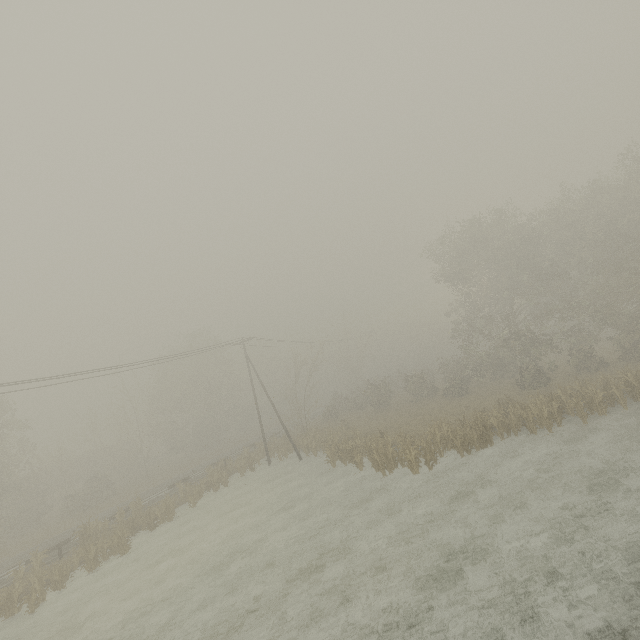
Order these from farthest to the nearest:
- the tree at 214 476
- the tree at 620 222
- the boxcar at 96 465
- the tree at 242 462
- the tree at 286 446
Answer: the boxcar at 96 465 < the tree at 286 446 < the tree at 242 462 < the tree at 214 476 < the tree at 620 222

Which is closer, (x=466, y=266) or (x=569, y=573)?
(x=569, y=573)

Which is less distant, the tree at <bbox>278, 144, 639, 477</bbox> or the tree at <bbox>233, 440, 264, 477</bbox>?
the tree at <bbox>278, 144, 639, 477</bbox>

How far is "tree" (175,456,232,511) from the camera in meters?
25.9

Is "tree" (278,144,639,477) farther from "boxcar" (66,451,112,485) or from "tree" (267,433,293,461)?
"boxcar" (66,451,112,485)

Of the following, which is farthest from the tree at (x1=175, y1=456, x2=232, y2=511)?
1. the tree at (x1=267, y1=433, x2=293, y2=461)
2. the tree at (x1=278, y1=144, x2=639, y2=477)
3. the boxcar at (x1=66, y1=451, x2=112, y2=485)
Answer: the boxcar at (x1=66, y1=451, x2=112, y2=485)

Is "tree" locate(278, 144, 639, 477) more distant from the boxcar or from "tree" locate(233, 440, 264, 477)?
the boxcar

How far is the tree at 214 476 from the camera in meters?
25.9 m
